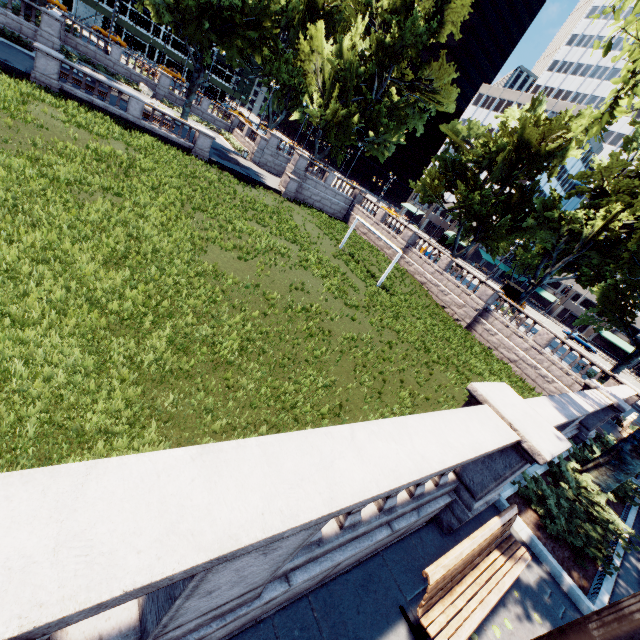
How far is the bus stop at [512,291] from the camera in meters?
42.3 m

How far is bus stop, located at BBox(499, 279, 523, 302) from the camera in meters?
42.3

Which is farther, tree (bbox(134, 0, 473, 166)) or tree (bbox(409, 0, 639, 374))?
tree (bbox(134, 0, 473, 166))

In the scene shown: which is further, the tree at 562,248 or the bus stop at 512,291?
the bus stop at 512,291

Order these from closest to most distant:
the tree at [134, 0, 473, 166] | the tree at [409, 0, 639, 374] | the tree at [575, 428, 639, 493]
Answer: the tree at [575, 428, 639, 493] → the tree at [409, 0, 639, 374] → the tree at [134, 0, 473, 166]

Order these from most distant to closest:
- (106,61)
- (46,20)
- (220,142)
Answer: (220,142)
(106,61)
(46,20)

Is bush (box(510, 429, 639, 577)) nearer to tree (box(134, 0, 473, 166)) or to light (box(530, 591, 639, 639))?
tree (box(134, 0, 473, 166))

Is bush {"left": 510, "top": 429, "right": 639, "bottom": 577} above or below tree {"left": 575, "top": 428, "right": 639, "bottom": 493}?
below
